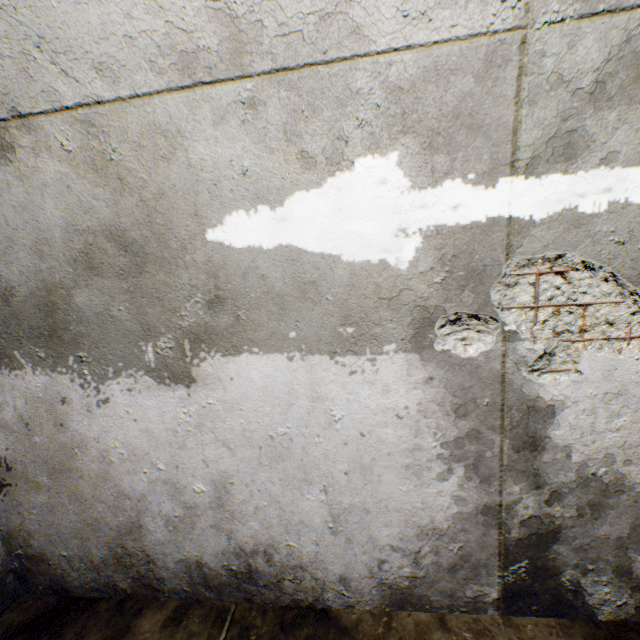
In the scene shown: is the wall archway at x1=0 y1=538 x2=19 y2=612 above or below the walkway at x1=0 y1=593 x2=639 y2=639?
above

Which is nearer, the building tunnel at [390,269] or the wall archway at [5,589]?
the building tunnel at [390,269]

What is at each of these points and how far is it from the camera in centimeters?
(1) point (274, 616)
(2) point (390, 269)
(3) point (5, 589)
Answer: (1) walkway, 154cm
(2) building tunnel, 117cm
(3) wall archway, 171cm

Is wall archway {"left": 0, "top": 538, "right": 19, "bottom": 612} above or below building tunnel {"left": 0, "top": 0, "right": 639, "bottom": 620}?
below

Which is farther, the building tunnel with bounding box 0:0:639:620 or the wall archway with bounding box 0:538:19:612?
the wall archway with bounding box 0:538:19:612

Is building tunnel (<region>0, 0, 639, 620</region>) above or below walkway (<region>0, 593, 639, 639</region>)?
above

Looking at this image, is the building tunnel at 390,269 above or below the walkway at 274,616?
above
